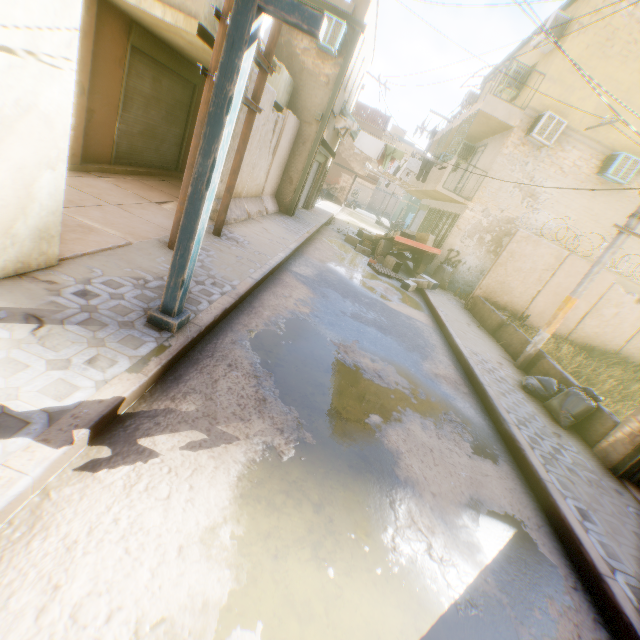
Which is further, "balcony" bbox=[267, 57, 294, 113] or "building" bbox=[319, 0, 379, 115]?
"building" bbox=[319, 0, 379, 115]

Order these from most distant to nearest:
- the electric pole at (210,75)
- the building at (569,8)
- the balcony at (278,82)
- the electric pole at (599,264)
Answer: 1. the building at (569,8)
2. the balcony at (278,82)
3. the electric pole at (599,264)
4. the electric pole at (210,75)

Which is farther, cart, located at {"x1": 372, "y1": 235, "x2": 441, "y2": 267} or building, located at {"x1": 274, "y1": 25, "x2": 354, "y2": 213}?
cart, located at {"x1": 372, "y1": 235, "x2": 441, "y2": 267}

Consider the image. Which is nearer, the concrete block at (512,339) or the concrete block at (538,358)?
the concrete block at (538,358)

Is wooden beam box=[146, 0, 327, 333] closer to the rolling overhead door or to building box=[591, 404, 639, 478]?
building box=[591, 404, 639, 478]

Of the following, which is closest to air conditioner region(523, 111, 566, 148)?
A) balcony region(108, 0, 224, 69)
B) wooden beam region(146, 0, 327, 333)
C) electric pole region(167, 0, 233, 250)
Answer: wooden beam region(146, 0, 327, 333)

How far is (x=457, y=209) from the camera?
14.25m

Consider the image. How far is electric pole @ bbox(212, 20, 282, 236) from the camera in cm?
568
